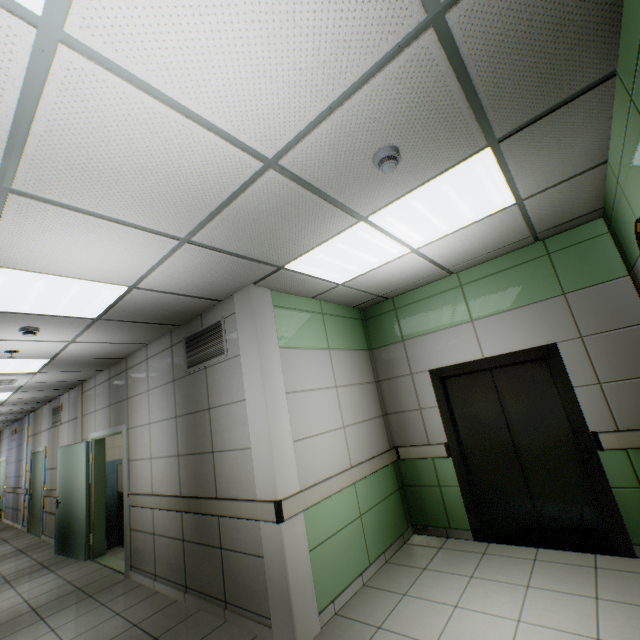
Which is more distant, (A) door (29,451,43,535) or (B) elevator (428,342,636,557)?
(A) door (29,451,43,535)

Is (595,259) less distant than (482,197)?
No

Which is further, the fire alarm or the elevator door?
the elevator door

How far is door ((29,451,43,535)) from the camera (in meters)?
8.38

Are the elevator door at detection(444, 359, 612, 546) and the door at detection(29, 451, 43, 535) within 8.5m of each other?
no

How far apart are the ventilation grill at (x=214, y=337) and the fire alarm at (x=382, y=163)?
2.46m

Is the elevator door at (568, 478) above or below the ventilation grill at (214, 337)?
below

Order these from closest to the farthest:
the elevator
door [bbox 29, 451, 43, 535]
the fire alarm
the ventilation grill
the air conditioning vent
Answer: the fire alarm < the elevator < the ventilation grill < the air conditioning vent < door [bbox 29, 451, 43, 535]
